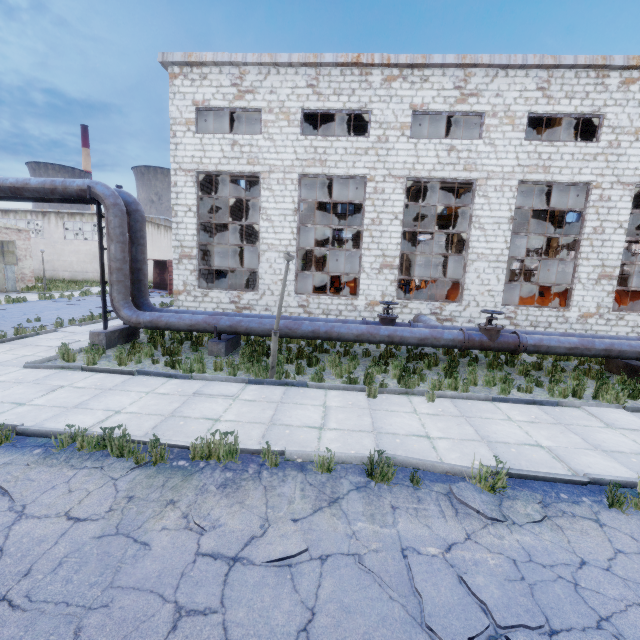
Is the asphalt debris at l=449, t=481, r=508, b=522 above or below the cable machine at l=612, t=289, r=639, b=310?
below

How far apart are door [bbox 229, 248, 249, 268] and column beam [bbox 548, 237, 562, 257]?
27.4m

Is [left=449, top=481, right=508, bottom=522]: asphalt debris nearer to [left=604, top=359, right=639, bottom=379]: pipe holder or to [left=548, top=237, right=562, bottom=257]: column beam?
[left=604, top=359, right=639, bottom=379]: pipe holder

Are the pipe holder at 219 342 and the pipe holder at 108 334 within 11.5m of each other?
yes

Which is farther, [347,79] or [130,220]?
[347,79]

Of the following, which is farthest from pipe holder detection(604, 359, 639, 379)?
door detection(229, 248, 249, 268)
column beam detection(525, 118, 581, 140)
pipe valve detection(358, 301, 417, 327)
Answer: door detection(229, 248, 249, 268)

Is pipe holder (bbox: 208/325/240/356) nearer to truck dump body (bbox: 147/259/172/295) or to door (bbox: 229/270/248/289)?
door (bbox: 229/270/248/289)

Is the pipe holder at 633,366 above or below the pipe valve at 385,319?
below
